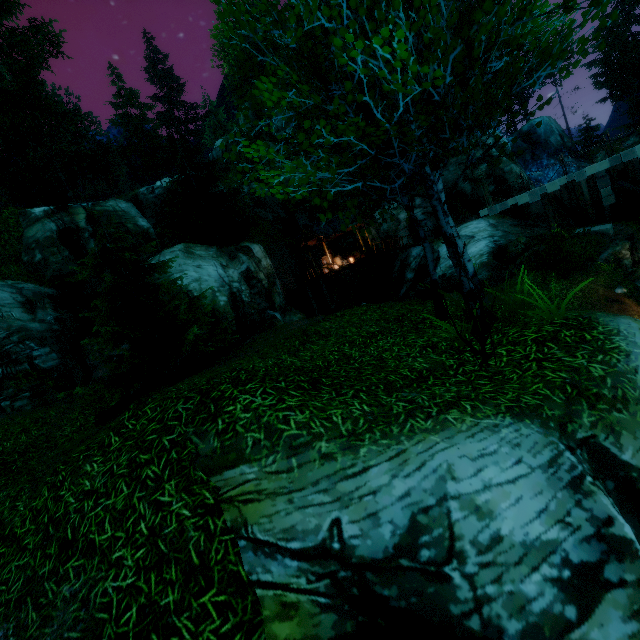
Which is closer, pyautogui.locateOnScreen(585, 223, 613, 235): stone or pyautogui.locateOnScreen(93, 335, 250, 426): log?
pyautogui.locateOnScreen(93, 335, 250, 426): log

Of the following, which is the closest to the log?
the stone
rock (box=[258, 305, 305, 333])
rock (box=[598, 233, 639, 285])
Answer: rock (box=[258, 305, 305, 333])

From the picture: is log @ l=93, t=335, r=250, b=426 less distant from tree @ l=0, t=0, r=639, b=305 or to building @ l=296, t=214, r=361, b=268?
tree @ l=0, t=0, r=639, b=305

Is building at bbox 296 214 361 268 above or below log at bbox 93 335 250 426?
above

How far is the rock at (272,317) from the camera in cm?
2145

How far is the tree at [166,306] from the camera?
10.5m

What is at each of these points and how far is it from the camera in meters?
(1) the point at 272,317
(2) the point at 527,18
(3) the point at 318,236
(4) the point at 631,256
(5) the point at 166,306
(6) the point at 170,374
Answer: (1) rock, 21.5
(2) tree, 37.0
(3) building, 26.2
(4) rock, 15.7
(5) tree, 11.6
(6) log, 9.6

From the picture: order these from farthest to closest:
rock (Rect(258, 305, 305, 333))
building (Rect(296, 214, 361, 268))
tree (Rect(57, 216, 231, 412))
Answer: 1. building (Rect(296, 214, 361, 268))
2. rock (Rect(258, 305, 305, 333))
3. tree (Rect(57, 216, 231, 412))
